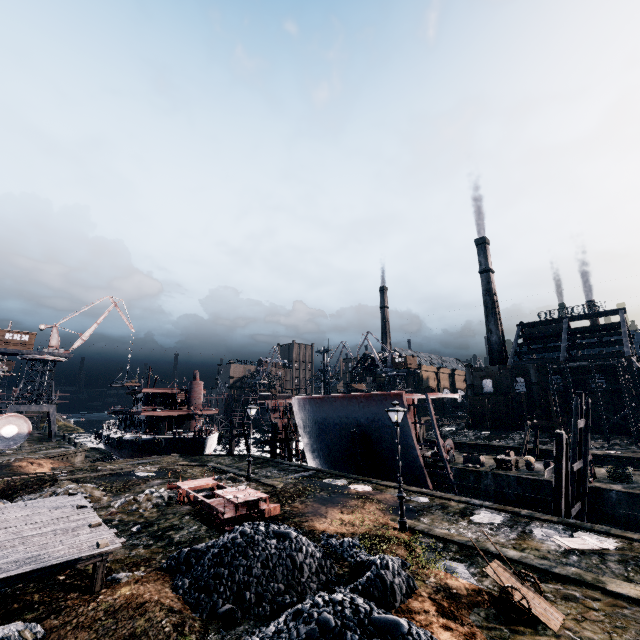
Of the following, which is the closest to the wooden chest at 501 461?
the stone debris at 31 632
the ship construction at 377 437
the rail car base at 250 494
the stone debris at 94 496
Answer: the ship construction at 377 437

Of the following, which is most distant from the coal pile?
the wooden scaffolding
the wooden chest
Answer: the wooden chest

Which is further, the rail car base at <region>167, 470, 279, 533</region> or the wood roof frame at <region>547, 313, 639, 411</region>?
the wood roof frame at <region>547, 313, 639, 411</region>

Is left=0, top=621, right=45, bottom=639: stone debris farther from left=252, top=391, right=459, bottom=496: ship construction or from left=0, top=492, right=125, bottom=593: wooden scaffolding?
left=252, top=391, right=459, bottom=496: ship construction

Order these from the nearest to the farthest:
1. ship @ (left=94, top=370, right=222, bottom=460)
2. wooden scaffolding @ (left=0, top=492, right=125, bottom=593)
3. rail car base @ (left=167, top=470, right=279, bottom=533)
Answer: wooden scaffolding @ (left=0, top=492, right=125, bottom=593)
rail car base @ (left=167, top=470, right=279, bottom=533)
ship @ (left=94, top=370, right=222, bottom=460)

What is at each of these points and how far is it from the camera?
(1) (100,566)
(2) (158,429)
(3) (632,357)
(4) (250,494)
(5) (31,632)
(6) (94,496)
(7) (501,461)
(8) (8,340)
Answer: (1) wooden scaffolding, 10.52m
(2) ship, 49.47m
(3) wood roof frame, 51.91m
(4) rail car base, 16.06m
(5) stone debris, 8.29m
(6) stone debris, 20.05m
(7) wooden chest, 31.09m
(8) building, 50.84m

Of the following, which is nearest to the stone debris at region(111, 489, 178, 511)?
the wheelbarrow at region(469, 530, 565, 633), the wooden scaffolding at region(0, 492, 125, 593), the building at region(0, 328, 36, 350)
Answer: the wooden scaffolding at region(0, 492, 125, 593)

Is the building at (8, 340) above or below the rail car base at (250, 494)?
above
